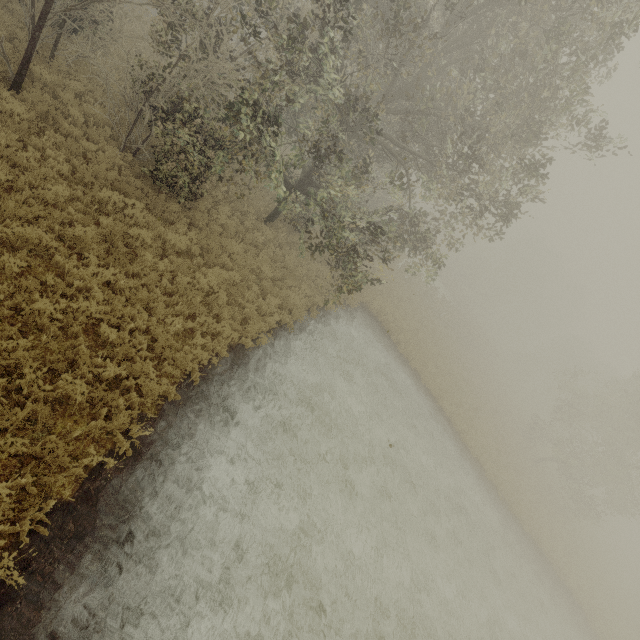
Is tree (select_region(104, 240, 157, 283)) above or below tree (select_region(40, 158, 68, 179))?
above

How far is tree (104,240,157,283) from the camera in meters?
7.9

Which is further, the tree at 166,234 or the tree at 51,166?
the tree at 166,234

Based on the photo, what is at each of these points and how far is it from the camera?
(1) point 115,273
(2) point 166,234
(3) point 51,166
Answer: (1) tree, 8.26m
(2) tree, 10.46m
(3) tree, 8.66m

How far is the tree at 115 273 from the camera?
7.9 meters

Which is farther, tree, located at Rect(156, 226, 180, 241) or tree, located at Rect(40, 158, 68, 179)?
tree, located at Rect(156, 226, 180, 241)
